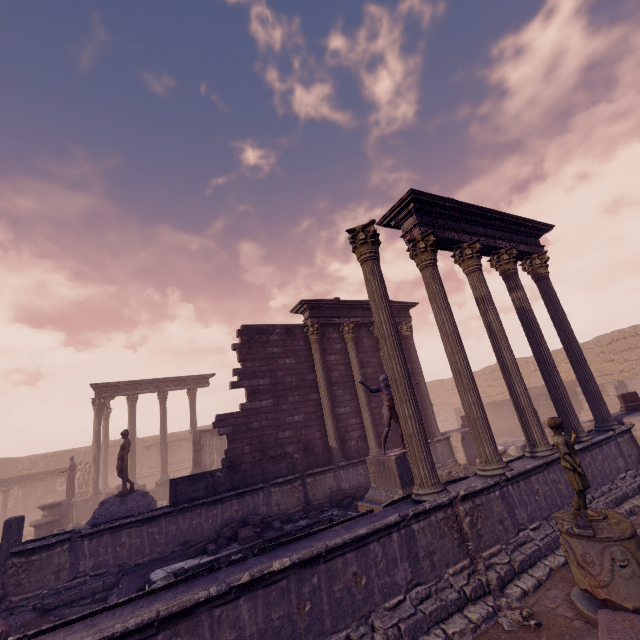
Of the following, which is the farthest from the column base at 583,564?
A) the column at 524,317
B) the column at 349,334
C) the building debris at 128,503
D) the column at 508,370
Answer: the building debris at 128,503

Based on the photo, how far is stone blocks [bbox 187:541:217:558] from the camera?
8.0m

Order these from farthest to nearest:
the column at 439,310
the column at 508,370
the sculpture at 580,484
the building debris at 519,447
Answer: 1. the building debris at 519,447
2. the column at 508,370
3. the column at 439,310
4. the sculpture at 580,484

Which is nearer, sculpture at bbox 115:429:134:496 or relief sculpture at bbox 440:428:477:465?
sculpture at bbox 115:429:134:496

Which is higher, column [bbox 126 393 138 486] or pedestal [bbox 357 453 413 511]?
column [bbox 126 393 138 486]

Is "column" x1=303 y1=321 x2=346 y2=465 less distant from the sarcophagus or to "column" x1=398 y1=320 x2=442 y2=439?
"column" x1=398 y1=320 x2=442 y2=439

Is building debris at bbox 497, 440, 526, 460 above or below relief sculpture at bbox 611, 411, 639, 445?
below

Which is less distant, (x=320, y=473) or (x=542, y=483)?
(x=542, y=483)
